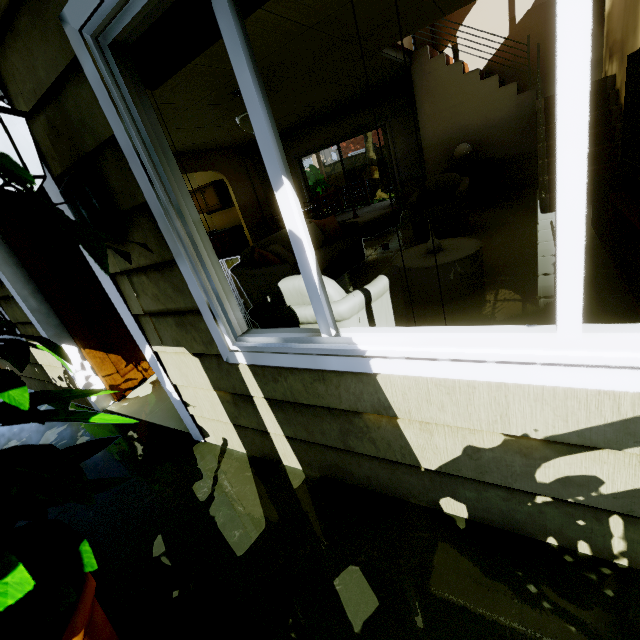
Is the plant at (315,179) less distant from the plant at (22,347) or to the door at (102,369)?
the door at (102,369)

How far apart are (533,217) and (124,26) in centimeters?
523cm

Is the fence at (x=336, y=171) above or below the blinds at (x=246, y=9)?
below

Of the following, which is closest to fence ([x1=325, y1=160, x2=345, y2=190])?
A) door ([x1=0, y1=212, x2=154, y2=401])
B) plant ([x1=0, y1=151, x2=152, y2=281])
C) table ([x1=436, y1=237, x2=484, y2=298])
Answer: table ([x1=436, y1=237, x2=484, y2=298])

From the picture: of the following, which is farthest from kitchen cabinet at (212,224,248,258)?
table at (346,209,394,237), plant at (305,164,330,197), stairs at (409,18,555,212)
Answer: A: stairs at (409,18,555,212)

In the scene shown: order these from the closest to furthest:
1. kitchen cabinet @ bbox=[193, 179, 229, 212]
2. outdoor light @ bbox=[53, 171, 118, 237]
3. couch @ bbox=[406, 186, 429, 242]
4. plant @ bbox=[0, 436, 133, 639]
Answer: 1. plant @ bbox=[0, 436, 133, 639]
2. outdoor light @ bbox=[53, 171, 118, 237]
3. couch @ bbox=[406, 186, 429, 242]
4. kitchen cabinet @ bbox=[193, 179, 229, 212]

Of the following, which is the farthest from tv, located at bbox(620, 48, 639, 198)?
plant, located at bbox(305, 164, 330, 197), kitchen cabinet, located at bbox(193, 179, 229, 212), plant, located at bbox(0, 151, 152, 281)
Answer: plant, located at bbox(305, 164, 330, 197)

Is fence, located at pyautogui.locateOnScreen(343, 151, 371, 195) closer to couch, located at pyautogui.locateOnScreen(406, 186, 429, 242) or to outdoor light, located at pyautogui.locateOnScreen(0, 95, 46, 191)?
couch, located at pyautogui.locateOnScreen(406, 186, 429, 242)
